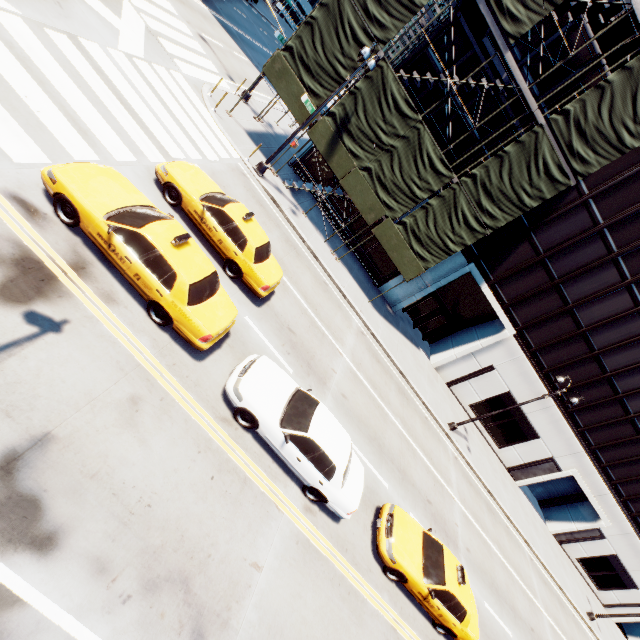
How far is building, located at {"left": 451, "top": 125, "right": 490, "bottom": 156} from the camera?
18.02m

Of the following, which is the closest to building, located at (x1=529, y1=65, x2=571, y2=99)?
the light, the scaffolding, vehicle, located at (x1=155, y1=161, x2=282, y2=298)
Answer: the scaffolding

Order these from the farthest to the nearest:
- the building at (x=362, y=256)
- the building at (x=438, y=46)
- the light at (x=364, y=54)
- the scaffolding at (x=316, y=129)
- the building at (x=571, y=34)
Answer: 1. the building at (x=362, y=256)
2. the building at (x=438, y=46)
3. the building at (x=571, y=34)
4. the scaffolding at (x=316, y=129)
5. the light at (x=364, y=54)

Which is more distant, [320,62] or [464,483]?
[464,483]

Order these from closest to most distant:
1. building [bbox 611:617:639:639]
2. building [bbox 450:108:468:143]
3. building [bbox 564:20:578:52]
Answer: building [bbox 564:20:578:52]
building [bbox 450:108:468:143]
building [bbox 611:617:639:639]

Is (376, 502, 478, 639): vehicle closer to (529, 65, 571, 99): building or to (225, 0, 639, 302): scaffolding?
(225, 0, 639, 302): scaffolding

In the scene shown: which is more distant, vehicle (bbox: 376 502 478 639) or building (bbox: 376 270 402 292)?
building (bbox: 376 270 402 292)

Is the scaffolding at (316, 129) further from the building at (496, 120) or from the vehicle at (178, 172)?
the vehicle at (178, 172)
